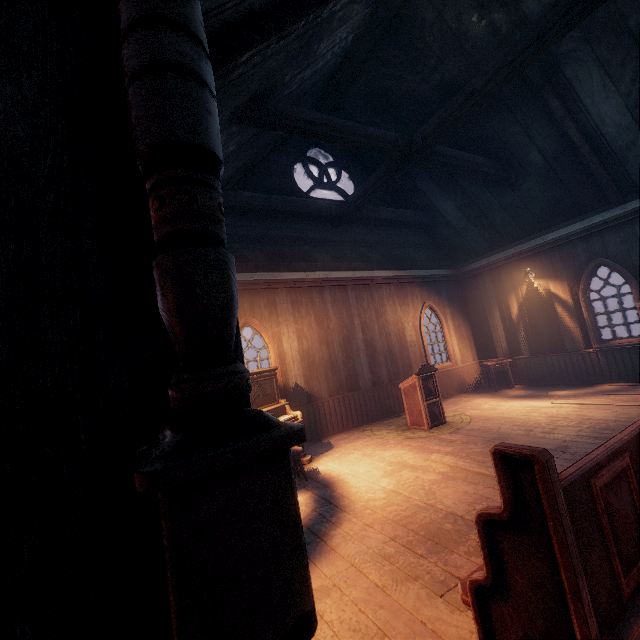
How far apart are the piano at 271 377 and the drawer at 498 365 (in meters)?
6.40

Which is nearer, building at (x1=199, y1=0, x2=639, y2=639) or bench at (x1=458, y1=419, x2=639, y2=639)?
bench at (x1=458, y1=419, x2=639, y2=639)

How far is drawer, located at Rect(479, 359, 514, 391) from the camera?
9.6 meters

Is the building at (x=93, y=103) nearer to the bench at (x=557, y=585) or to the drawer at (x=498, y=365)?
the bench at (x=557, y=585)

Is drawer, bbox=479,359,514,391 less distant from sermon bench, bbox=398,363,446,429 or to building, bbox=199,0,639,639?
building, bbox=199,0,639,639

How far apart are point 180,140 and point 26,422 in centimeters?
85cm

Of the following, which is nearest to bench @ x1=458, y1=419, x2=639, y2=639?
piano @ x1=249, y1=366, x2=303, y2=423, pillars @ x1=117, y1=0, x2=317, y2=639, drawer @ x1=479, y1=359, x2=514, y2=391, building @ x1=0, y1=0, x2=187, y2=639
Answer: building @ x1=0, y1=0, x2=187, y2=639

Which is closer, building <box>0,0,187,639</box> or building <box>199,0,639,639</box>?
building <box>0,0,187,639</box>
